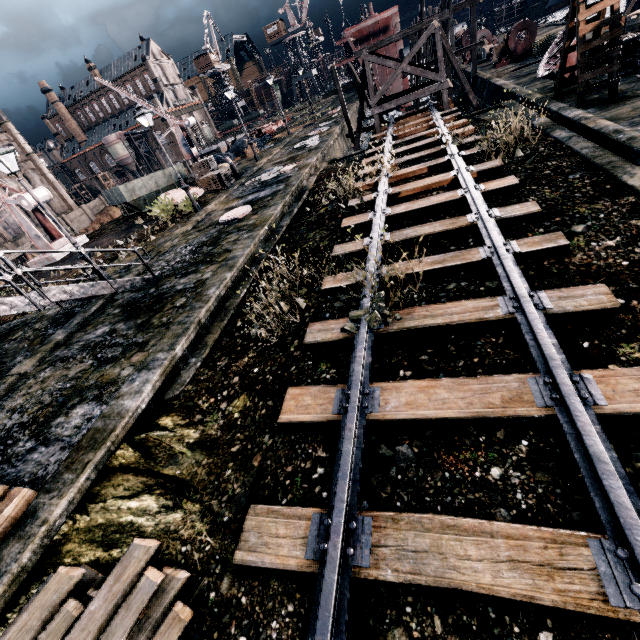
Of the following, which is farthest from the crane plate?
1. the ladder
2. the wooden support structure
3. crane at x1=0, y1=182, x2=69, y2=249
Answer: the ladder

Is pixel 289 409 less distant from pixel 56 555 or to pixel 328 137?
pixel 56 555

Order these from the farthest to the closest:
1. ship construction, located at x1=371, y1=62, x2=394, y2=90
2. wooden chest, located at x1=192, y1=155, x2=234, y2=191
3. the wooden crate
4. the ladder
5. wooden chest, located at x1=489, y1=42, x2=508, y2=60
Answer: ship construction, located at x1=371, y1=62, x2=394, y2=90
wooden chest, located at x1=489, y1=42, x2=508, y2=60
wooden chest, located at x1=192, y1=155, x2=234, y2=191
the wooden crate
the ladder

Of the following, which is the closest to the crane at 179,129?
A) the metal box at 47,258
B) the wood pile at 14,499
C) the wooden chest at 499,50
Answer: the metal box at 47,258

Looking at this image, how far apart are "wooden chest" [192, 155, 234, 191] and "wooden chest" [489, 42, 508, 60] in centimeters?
2783cm

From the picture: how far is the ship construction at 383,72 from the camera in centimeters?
3594cm

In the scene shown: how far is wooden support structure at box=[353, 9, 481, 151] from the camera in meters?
20.0

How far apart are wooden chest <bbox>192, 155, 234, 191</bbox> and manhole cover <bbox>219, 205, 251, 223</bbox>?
8.23m
